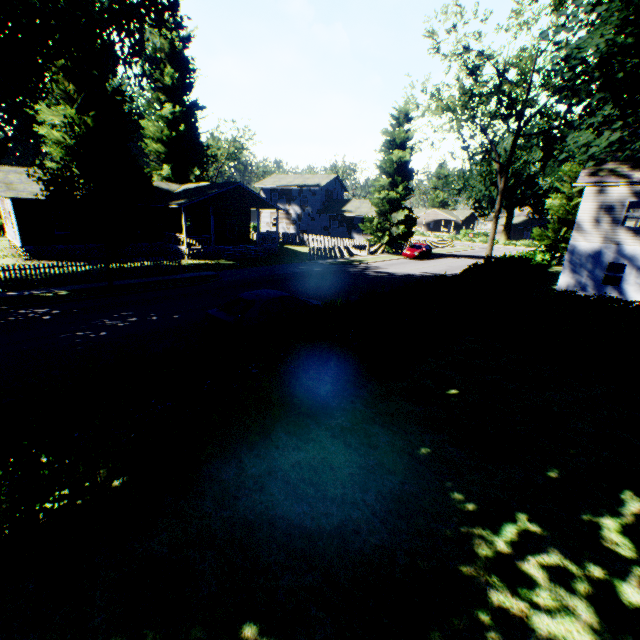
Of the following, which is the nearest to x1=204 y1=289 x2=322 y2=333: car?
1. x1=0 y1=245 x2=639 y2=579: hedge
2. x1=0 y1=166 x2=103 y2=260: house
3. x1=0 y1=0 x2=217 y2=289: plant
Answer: x1=0 y1=245 x2=639 y2=579: hedge

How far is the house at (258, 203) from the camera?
28.61m

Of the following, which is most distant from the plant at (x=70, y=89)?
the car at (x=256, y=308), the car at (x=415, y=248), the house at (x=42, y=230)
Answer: the car at (x=256, y=308)

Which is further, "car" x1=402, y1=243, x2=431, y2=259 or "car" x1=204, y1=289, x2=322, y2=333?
"car" x1=402, y1=243, x2=431, y2=259

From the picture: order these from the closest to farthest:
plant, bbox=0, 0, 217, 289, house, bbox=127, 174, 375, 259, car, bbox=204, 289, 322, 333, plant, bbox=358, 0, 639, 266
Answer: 1. car, bbox=204, 289, 322, 333
2. plant, bbox=358, 0, 639, 266
3. plant, bbox=0, 0, 217, 289
4. house, bbox=127, 174, 375, 259

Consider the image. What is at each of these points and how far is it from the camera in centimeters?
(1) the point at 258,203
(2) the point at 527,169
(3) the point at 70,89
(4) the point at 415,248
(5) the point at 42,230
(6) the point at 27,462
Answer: (1) house, 3142cm
(2) plant, 5900cm
(3) plant, 2539cm
(4) car, 3597cm
(5) house, 2414cm
(6) hedge, 365cm

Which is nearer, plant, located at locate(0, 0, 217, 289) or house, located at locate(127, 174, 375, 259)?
plant, located at locate(0, 0, 217, 289)

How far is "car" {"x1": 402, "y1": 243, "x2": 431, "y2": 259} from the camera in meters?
35.1 m
